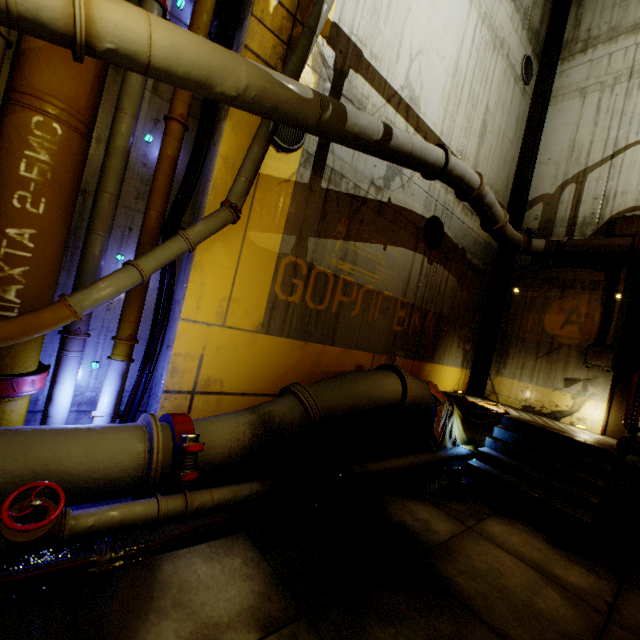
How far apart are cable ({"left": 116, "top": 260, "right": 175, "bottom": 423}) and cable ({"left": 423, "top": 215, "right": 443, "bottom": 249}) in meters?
5.2

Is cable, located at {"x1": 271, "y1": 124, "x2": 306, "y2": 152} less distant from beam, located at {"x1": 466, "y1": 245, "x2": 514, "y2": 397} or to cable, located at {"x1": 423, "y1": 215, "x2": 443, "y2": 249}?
cable, located at {"x1": 423, "y1": 215, "x2": 443, "y2": 249}

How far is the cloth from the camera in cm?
703

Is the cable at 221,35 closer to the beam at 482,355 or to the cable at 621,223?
the beam at 482,355

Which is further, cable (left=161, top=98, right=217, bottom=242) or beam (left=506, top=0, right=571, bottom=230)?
beam (left=506, top=0, right=571, bottom=230)

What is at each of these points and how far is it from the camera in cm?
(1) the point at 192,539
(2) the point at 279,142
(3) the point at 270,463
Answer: (1) cable, 303
(2) cable, 506
(3) cable, 487

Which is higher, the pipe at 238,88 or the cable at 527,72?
the cable at 527,72

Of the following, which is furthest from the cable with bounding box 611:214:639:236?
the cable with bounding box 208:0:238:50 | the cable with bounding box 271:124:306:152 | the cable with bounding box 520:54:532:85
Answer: the cable with bounding box 208:0:238:50
